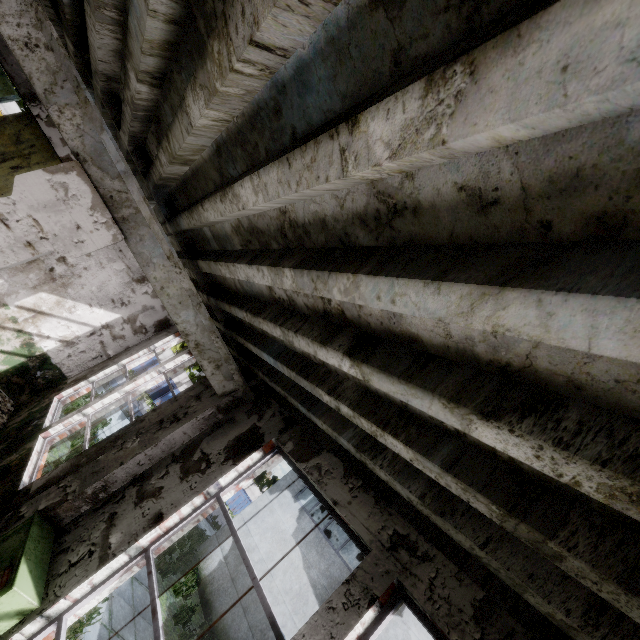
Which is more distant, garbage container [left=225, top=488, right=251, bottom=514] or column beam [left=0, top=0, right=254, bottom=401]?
garbage container [left=225, top=488, right=251, bottom=514]

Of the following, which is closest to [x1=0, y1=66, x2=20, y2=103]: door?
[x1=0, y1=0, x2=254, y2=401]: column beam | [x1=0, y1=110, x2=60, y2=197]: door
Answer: [x1=0, y1=110, x2=60, y2=197]: door

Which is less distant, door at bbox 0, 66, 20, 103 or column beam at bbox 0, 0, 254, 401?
column beam at bbox 0, 0, 254, 401

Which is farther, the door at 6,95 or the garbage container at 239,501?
the garbage container at 239,501

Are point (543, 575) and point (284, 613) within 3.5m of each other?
no

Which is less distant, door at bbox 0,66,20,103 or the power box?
the power box

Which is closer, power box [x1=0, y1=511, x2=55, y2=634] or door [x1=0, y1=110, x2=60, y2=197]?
power box [x1=0, y1=511, x2=55, y2=634]

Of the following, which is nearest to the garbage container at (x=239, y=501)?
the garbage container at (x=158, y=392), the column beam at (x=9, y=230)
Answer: the garbage container at (x=158, y=392)
